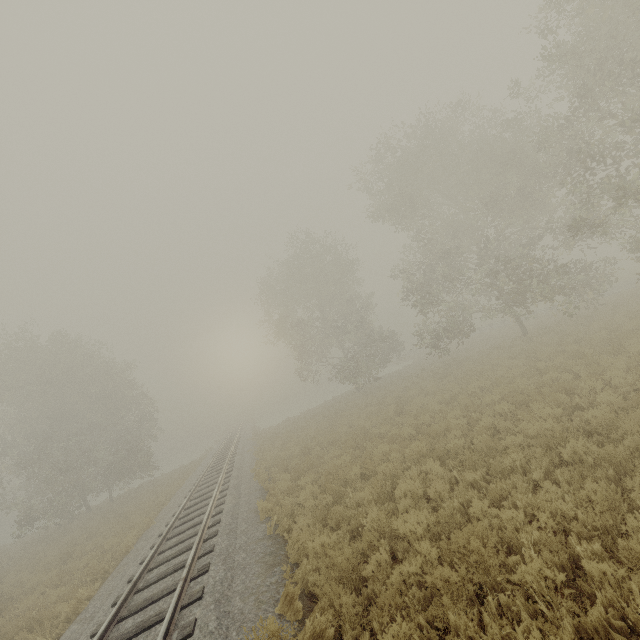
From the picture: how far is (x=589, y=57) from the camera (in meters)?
14.09

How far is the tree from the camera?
29.08m

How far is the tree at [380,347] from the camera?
29.08m
